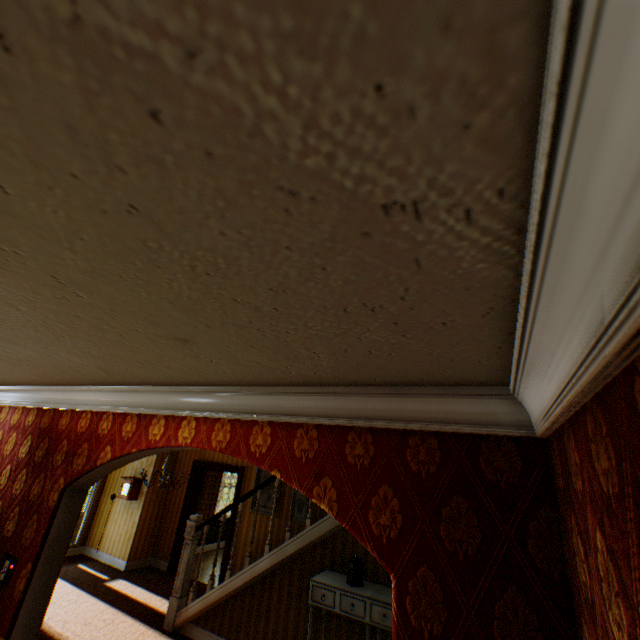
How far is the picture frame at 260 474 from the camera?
7.36m

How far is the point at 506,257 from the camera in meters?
0.7 m

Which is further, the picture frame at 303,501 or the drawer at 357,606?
the picture frame at 303,501

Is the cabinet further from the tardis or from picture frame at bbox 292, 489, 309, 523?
picture frame at bbox 292, 489, 309, 523

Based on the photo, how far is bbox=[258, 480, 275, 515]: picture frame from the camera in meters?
7.0

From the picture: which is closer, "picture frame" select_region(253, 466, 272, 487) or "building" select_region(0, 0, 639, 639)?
"building" select_region(0, 0, 639, 639)

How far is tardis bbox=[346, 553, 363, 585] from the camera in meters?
4.1 m

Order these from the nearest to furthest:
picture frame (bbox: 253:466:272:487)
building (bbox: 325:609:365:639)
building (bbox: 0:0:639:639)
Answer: building (bbox: 0:0:639:639), building (bbox: 325:609:365:639), picture frame (bbox: 253:466:272:487)
